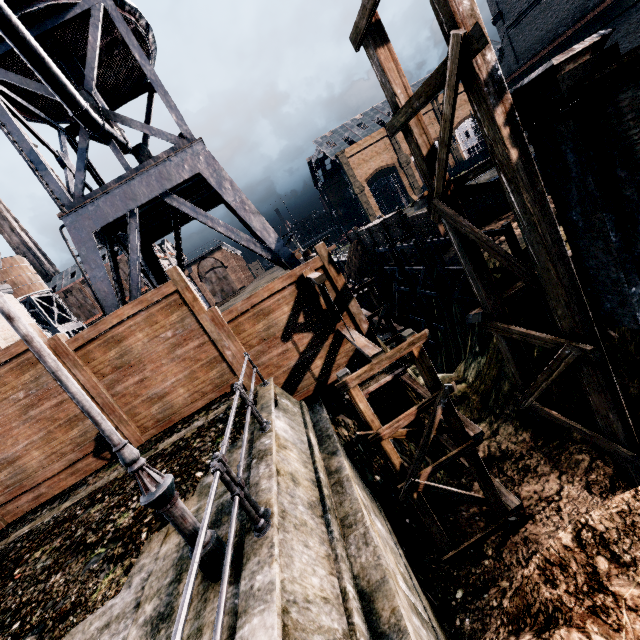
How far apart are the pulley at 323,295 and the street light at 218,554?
6.3m

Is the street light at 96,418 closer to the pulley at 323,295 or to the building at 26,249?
the pulley at 323,295

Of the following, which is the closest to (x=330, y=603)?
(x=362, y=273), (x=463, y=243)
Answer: (x=463, y=243)

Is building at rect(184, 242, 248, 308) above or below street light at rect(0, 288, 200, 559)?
above

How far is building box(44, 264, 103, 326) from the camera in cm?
5353

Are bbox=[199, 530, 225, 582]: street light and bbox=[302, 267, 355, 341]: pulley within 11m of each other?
yes

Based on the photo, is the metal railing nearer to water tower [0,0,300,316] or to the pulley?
the pulley

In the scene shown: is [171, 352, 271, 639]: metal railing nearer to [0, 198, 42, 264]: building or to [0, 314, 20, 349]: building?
[0, 314, 20, 349]: building
